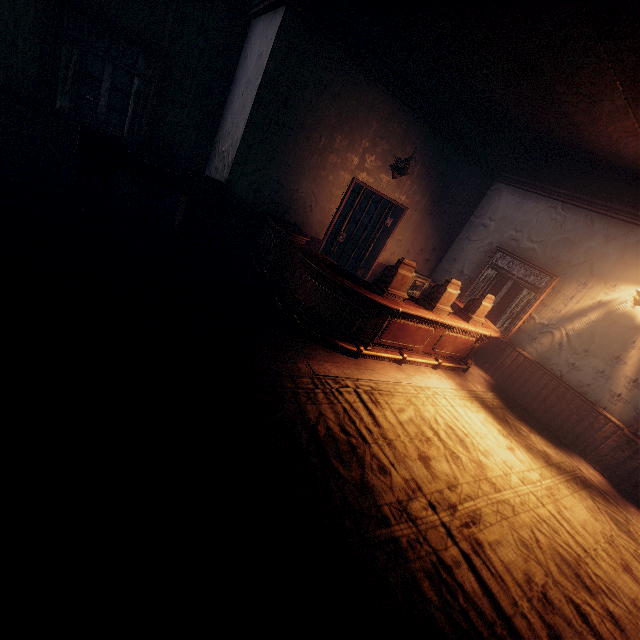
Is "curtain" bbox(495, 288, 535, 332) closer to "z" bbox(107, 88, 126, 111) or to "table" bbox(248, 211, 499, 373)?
"table" bbox(248, 211, 499, 373)

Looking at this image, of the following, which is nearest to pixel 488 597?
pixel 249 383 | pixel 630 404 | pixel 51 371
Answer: pixel 249 383

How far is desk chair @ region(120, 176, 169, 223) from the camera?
5.3m

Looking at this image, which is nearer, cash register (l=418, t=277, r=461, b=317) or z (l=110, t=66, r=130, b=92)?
cash register (l=418, t=277, r=461, b=317)

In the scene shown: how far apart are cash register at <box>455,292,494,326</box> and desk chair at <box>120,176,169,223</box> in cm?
577

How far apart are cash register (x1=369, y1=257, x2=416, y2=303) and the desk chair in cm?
399

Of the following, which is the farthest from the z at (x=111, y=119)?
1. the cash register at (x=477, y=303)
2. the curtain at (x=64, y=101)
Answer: the cash register at (x=477, y=303)

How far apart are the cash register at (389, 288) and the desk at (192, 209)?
2.9 meters
